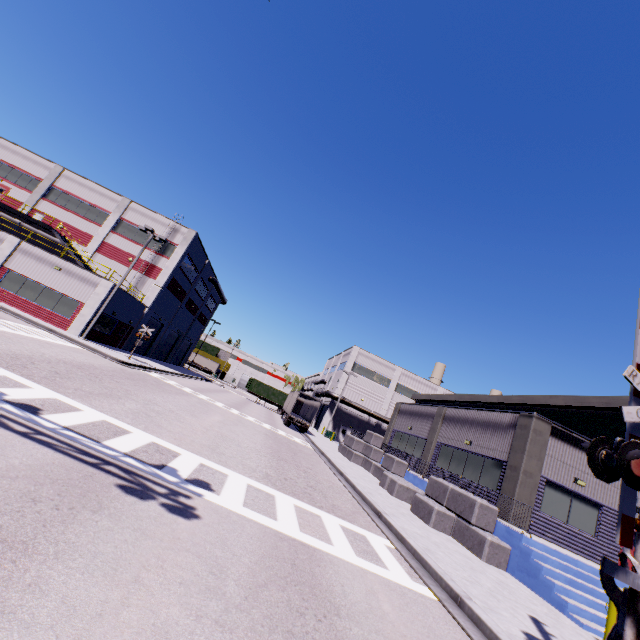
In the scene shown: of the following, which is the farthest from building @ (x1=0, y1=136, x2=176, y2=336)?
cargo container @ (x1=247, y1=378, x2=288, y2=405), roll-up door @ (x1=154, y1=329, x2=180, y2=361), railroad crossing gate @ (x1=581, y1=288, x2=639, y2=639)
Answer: railroad crossing gate @ (x1=581, y1=288, x2=639, y2=639)

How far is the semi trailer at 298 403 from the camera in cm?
3506

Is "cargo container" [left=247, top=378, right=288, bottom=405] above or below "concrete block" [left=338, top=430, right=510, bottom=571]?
above

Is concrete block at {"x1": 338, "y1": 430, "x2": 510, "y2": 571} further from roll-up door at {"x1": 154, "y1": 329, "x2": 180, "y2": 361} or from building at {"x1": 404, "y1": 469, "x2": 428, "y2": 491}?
roll-up door at {"x1": 154, "y1": 329, "x2": 180, "y2": 361}

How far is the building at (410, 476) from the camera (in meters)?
18.40

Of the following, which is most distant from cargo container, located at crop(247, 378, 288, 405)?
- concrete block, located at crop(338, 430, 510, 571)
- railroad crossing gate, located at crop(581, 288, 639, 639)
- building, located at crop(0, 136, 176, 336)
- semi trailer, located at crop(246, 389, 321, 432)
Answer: railroad crossing gate, located at crop(581, 288, 639, 639)

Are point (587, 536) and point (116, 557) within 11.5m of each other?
no

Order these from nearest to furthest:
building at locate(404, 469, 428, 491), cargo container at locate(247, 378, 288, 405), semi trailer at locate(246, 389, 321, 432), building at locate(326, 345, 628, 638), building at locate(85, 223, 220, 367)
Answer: building at locate(326, 345, 628, 638) < building at locate(404, 469, 428, 491) < building at locate(85, 223, 220, 367) < semi trailer at locate(246, 389, 321, 432) < cargo container at locate(247, 378, 288, 405)
